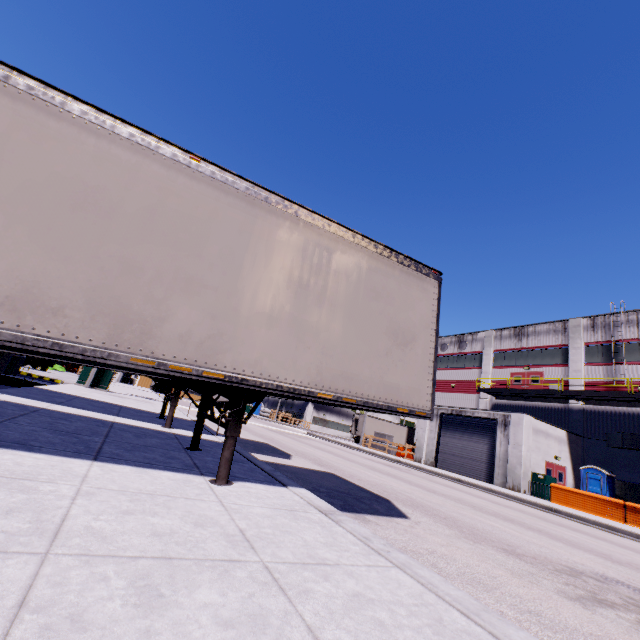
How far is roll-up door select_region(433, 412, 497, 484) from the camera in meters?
22.8 m

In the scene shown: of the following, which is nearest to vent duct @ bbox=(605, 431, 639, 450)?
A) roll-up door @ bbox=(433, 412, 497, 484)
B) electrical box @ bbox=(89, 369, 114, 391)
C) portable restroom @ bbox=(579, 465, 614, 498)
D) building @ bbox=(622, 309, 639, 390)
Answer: building @ bbox=(622, 309, 639, 390)

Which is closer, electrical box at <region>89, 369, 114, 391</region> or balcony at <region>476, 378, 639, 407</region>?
electrical box at <region>89, 369, 114, 391</region>

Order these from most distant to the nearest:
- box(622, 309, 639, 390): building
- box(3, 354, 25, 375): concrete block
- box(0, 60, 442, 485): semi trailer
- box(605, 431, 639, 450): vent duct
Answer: box(622, 309, 639, 390): building → box(605, 431, 639, 450): vent duct → box(3, 354, 25, 375): concrete block → box(0, 60, 442, 485): semi trailer

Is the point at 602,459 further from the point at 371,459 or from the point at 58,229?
the point at 58,229

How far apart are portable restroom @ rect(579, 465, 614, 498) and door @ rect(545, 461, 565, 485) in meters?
0.8

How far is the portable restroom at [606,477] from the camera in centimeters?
2156cm

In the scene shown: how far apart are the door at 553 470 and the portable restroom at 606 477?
0.8 meters
